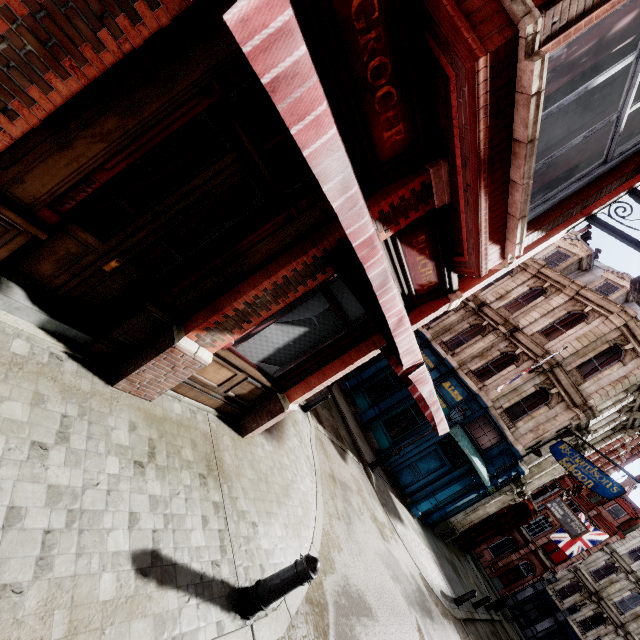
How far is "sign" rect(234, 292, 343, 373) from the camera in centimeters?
473cm

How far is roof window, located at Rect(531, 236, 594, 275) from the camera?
19.11m

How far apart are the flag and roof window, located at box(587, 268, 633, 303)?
16.54m

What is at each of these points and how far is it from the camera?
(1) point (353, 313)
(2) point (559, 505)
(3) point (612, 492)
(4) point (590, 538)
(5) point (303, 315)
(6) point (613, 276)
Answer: (1) sign, 5.2 meters
(2) sign, 19.3 meters
(3) sign, 12.2 meters
(4) flag, 22.9 meters
(5) sign, 4.8 meters
(6) roof window, 17.4 meters

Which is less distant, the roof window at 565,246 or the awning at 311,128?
the awning at 311,128

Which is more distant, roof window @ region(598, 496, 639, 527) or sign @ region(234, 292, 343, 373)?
roof window @ region(598, 496, 639, 527)

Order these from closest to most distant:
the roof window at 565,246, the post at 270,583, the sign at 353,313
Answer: the post at 270,583, the sign at 353,313, the roof window at 565,246

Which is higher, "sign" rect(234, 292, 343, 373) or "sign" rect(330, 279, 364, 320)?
"sign" rect(330, 279, 364, 320)
